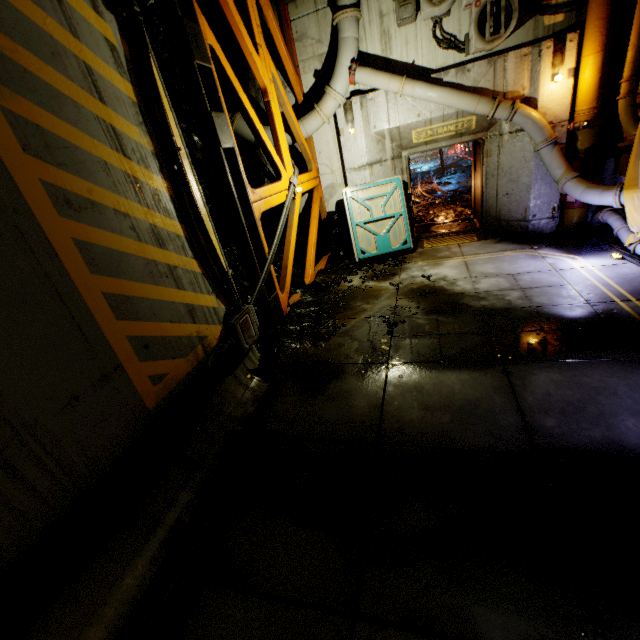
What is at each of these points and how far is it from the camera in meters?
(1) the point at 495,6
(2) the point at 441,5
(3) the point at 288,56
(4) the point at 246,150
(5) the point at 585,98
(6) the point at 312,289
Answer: (1) air conditioner, 6.5 m
(2) air conditioner, 6.6 m
(3) beam, 7.6 m
(4) rock, 8.9 m
(5) pipe, 6.7 m
(6) rock, 7.8 m

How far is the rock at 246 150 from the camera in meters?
8.7

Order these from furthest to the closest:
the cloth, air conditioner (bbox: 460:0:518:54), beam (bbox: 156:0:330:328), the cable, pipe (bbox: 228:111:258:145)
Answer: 1. pipe (bbox: 228:111:258:145)
2. air conditioner (bbox: 460:0:518:54)
3. the cloth
4. beam (bbox: 156:0:330:328)
5. the cable

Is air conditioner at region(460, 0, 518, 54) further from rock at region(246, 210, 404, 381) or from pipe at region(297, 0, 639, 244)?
rock at region(246, 210, 404, 381)

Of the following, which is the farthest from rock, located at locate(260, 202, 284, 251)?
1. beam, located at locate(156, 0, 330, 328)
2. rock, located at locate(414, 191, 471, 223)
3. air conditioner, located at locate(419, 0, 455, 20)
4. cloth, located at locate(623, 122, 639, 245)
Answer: cloth, located at locate(623, 122, 639, 245)

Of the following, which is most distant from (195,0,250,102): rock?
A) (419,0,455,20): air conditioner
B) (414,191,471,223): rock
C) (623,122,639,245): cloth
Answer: (623,122,639,245): cloth

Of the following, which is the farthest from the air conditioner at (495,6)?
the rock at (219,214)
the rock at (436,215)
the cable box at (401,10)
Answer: the rock at (219,214)

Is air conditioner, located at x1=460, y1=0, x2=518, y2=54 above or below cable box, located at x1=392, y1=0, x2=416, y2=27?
below
